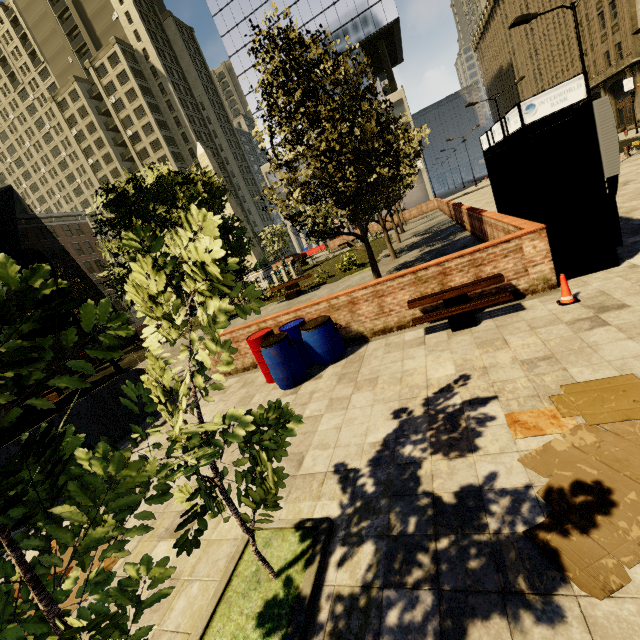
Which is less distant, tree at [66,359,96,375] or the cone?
tree at [66,359,96,375]

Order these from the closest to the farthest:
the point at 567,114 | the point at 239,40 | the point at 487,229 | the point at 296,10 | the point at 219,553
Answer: the point at 219,553 < the point at 567,114 < the point at 487,229 < the point at 296,10 < the point at 239,40

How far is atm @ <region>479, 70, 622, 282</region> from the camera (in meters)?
5.31

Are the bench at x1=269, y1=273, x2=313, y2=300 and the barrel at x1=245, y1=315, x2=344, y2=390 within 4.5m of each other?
no

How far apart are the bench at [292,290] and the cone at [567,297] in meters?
12.2

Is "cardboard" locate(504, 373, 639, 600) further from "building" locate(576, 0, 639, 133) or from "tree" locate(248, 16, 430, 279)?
"building" locate(576, 0, 639, 133)

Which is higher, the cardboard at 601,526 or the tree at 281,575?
the tree at 281,575

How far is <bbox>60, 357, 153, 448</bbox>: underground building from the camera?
7.06m
